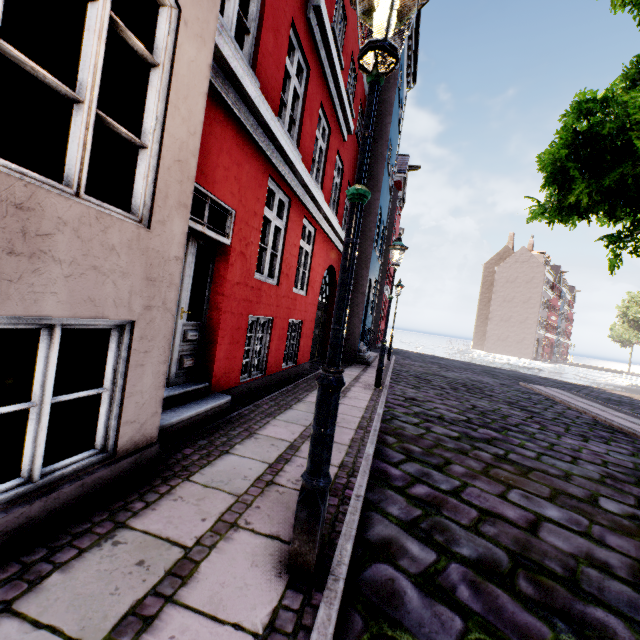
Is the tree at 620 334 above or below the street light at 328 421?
above

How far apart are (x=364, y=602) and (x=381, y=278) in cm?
2118

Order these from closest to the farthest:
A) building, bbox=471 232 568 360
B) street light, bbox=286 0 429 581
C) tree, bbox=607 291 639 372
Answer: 1. street light, bbox=286 0 429 581
2. building, bbox=471 232 568 360
3. tree, bbox=607 291 639 372

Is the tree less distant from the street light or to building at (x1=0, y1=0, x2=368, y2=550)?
building at (x1=0, y1=0, x2=368, y2=550)

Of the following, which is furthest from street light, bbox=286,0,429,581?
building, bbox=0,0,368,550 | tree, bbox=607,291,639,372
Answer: tree, bbox=607,291,639,372

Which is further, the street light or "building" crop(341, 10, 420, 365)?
"building" crop(341, 10, 420, 365)

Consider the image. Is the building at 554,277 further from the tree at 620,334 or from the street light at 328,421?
the tree at 620,334
